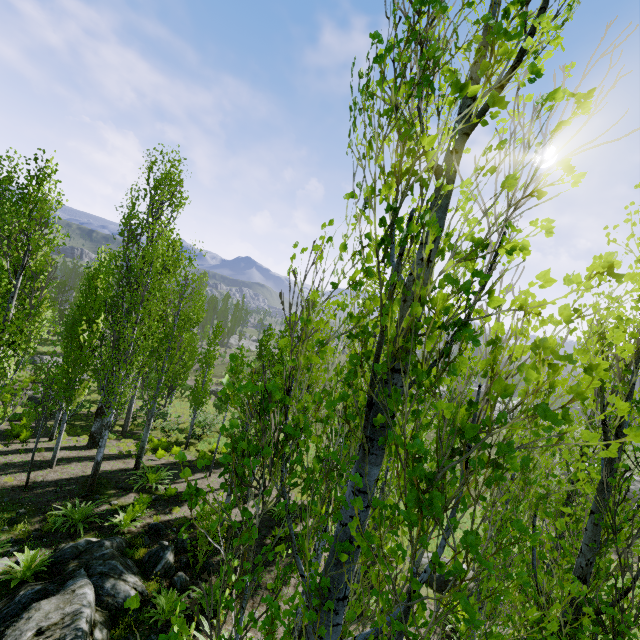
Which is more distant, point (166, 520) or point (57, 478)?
point (57, 478)

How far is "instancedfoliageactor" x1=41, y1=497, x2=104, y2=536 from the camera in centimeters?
923cm

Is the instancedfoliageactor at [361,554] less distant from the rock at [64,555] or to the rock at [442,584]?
the rock at [64,555]

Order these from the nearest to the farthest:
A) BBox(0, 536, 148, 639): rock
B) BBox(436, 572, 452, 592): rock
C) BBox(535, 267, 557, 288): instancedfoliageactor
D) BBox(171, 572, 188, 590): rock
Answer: BBox(535, 267, 557, 288): instancedfoliageactor → BBox(0, 536, 148, 639): rock → BBox(171, 572, 188, 590): rock → BBox(436, 572, 452, 592): rock

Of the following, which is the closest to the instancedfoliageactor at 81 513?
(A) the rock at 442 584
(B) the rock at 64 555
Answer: (B) the rock at 64 555

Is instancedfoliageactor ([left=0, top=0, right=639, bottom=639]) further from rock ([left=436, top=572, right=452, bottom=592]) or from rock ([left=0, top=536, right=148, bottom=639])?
rock ([left=436, top=572, right=452, bottom=592])

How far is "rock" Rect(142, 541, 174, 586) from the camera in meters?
8.5 m
